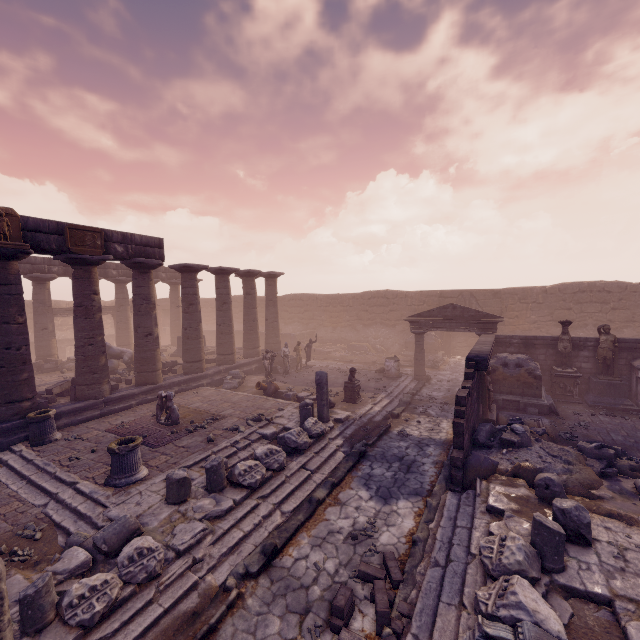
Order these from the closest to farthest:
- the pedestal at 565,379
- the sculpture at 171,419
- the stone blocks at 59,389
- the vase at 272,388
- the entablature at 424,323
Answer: the sculpture at 171,419, the stone blocks at 59,389, the pedestal at 565,379, the vase at 272,388, the entablature at 424,323

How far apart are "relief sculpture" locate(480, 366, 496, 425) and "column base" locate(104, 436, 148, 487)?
10.3 meters

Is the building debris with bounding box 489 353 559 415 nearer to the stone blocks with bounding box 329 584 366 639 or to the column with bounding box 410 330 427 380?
the column with bounding box 410 330 427 380

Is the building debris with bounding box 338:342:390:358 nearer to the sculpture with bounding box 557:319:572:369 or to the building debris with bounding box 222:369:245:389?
the building debris with bounding box 222:369:245:389

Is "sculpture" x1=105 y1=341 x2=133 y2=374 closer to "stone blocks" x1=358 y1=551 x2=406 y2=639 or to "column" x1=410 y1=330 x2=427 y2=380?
"column" x1=410 y1=330 x2=427 y2=380

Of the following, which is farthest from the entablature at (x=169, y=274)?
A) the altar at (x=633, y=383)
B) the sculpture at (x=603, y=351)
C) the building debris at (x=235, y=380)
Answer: the altar at (x=633, y=383)

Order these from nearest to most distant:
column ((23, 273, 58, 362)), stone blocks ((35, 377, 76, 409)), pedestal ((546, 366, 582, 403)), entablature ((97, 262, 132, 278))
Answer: stone blocks ((35, 377, 76, 409))
pedestal ((546, 366, 582, 403))
column ((23, 273, 58, 362))
entablature ((97, 262, 132, 278))

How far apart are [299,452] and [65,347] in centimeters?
2813cm
